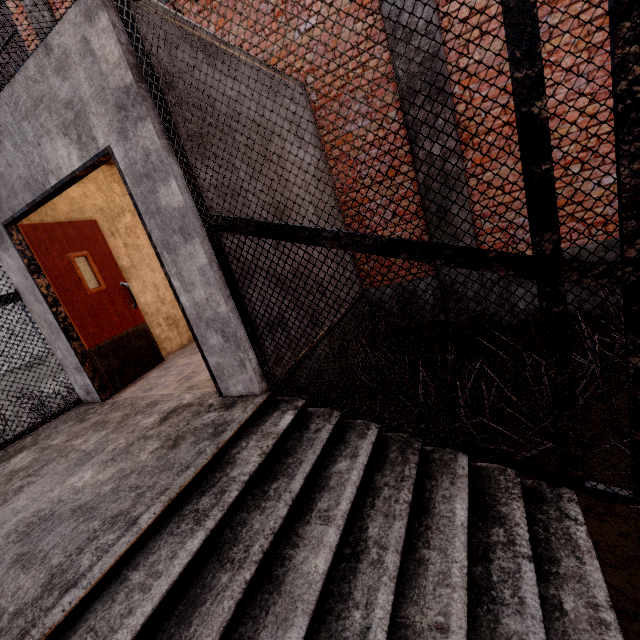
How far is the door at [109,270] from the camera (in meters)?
3.72

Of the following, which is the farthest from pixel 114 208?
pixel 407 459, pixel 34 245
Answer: pixel 407 459

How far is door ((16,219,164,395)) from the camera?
3.7m
